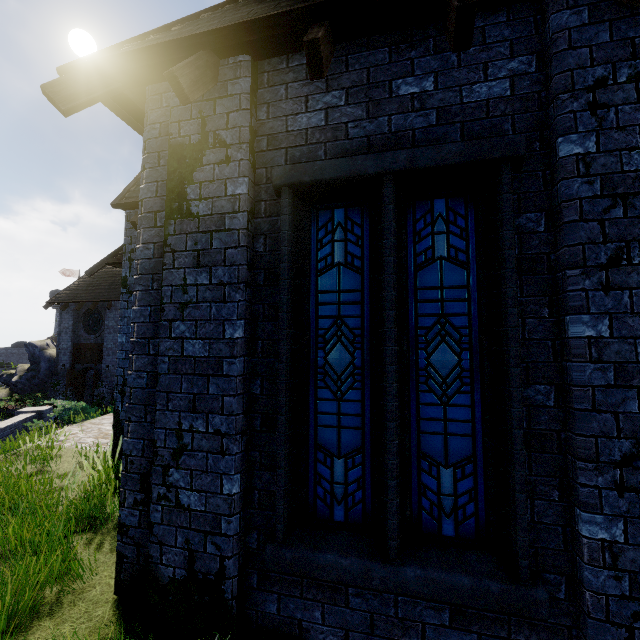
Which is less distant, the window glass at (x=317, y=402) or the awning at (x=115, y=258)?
the window glass at (x=317, y=402)

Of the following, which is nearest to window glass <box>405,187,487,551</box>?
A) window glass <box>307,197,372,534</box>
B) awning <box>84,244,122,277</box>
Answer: window glass <box>307,197,372,534</box>

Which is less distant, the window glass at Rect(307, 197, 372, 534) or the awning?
the window glass at Rect(307, 197, 372, 534)

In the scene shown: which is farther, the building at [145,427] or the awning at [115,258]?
the awning at [115,258]

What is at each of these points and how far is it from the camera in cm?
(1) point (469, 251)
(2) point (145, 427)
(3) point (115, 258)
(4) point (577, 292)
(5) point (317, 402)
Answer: (1) window glass, 305
(2) building, 357
(3) awning, 767
(4) building, 253
(5) window glass, 327

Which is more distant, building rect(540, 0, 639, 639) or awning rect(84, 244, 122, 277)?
awning rect(84, 244, 122, 277)

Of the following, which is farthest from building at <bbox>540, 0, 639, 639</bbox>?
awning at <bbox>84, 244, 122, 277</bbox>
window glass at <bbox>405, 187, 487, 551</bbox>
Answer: window glass at <bbox>405, 187, 487, 551</bbox>

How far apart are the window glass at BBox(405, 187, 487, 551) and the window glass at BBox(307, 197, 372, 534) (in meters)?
0.22
